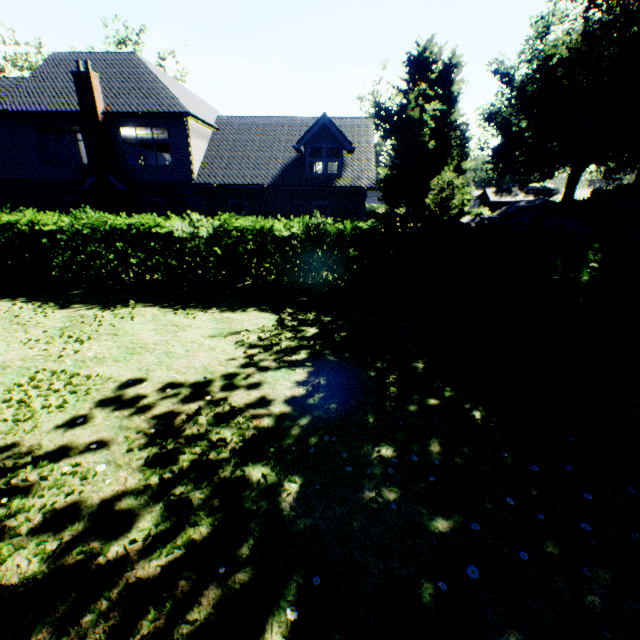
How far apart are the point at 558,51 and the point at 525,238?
38.68m

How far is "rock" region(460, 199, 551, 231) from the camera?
21.7 meters

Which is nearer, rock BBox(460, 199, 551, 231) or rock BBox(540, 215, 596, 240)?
rock BBox(540, 215, 596, 240)

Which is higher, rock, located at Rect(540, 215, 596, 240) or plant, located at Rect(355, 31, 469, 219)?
plant, located at Rect(355, 31, 469, 219)

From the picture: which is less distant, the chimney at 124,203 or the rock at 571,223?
the chimney at 124,203

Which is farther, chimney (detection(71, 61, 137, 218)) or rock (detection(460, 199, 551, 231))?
rock (detection(460, 199, 551, 231))

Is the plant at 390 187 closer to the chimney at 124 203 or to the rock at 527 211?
the rock at 527 211

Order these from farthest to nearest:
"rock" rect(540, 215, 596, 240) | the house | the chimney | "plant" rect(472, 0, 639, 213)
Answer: the house → "plant" rect(472, 0, 639, 213) → "rock" rect(540, 215, 596, 240) → the chimney
